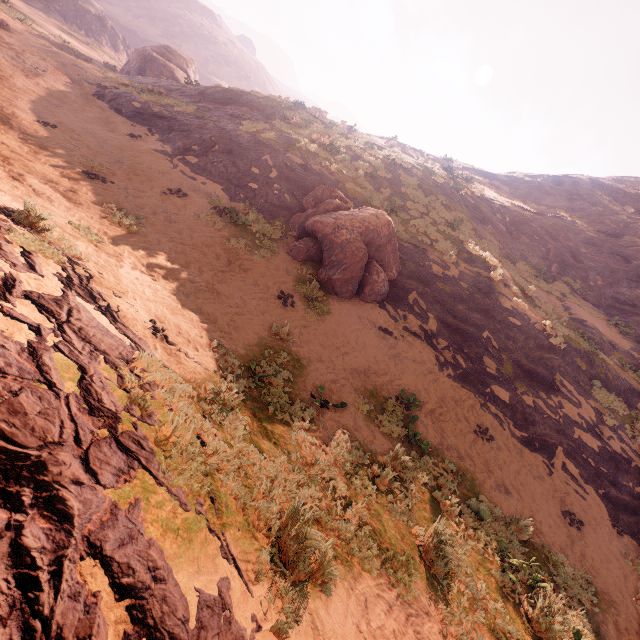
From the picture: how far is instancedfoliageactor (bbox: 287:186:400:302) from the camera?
10.9m

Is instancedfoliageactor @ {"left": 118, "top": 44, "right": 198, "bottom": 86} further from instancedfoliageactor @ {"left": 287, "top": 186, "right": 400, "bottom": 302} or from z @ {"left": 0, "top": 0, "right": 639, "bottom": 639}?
instancedfoliageactor @ {"left": 287, "top": 186, "right": 400, "bottom": 302}

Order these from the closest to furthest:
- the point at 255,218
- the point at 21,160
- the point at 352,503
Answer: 1. the point at 352,503
2. the point at 21,160
3. the point at 255,218

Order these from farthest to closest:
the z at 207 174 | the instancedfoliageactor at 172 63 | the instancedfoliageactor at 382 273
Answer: the instancedfoliageactor at 172 63 → the instancedfoliageactor at 382 273 → the z at 207 174

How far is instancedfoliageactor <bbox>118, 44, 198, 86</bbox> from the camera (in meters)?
28.14

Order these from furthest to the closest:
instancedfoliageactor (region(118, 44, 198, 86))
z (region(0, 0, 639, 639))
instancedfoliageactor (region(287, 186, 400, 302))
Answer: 1. instancedfoliageactor (region(118, 44, 198, 86))
2. instancedfoliageactor (region(287, 186, 400, 302))
3. z (region(0, 0, 639, 639))

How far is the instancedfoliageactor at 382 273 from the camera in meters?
10.9
